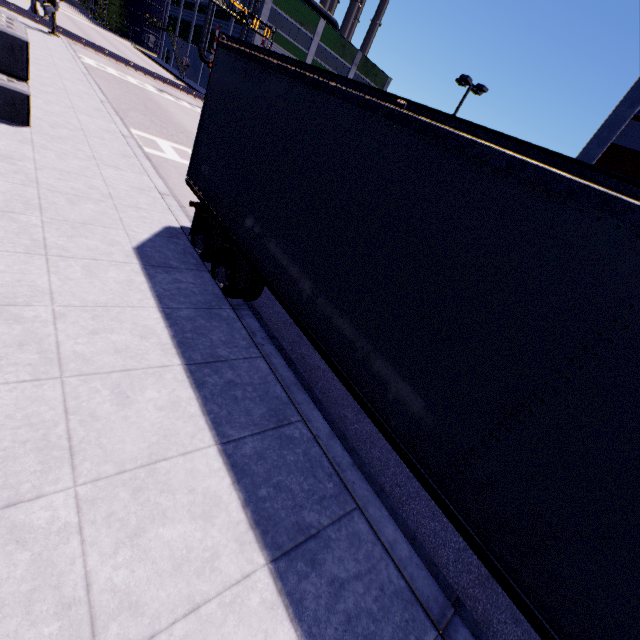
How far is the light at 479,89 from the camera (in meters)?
21.34

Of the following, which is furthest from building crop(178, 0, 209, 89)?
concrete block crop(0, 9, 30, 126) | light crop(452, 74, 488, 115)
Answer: light crop(452, 74, 488, 115)

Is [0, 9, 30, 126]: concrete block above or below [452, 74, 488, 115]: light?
below

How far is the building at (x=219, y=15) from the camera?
44.90m

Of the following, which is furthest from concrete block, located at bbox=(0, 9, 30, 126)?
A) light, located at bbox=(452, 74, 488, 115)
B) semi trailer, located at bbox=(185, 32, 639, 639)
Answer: light, located at bbox=(452, 74, 488, 115)

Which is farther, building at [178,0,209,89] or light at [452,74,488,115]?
building at [178,0,209,89]

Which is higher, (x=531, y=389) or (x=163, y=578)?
(x=531, y=389)

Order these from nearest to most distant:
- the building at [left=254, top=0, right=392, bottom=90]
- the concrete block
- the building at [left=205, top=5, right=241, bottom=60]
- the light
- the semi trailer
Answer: the semi trailer
the concrete block
the light
the building at [left=254, top=0, right=392, bottom=90]
the building at [left=205, top=5, right=241, bottom=60]
